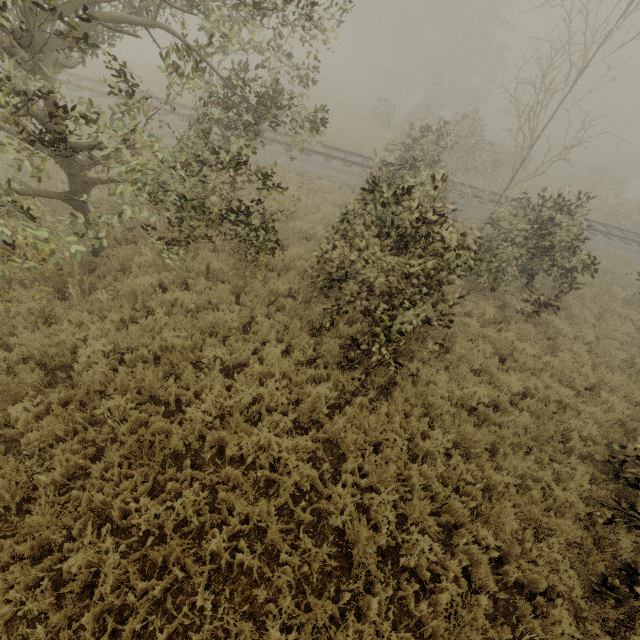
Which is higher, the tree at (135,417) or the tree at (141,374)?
the tree at (141,374)

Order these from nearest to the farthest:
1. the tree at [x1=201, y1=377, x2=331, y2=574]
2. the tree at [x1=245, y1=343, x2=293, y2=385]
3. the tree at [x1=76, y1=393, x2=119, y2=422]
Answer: the tree at [x1=201, y1=377, x2=331, y2=574] → the tree at [x1=76, y1=393, x2=119, y2=422] → the tree at [x1=245, y1=343, x2=293, y2=385]

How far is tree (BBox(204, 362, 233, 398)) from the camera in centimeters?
561cm

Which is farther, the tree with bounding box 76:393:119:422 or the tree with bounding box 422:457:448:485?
the tree with bounding box 422:457:448:485

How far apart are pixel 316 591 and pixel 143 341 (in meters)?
5.00

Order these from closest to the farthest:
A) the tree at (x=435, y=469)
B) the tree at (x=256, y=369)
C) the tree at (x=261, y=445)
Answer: the tree at (x=261, y=445)
the tree at (x=435, y=469)
the tree at (x=256, y=369)
